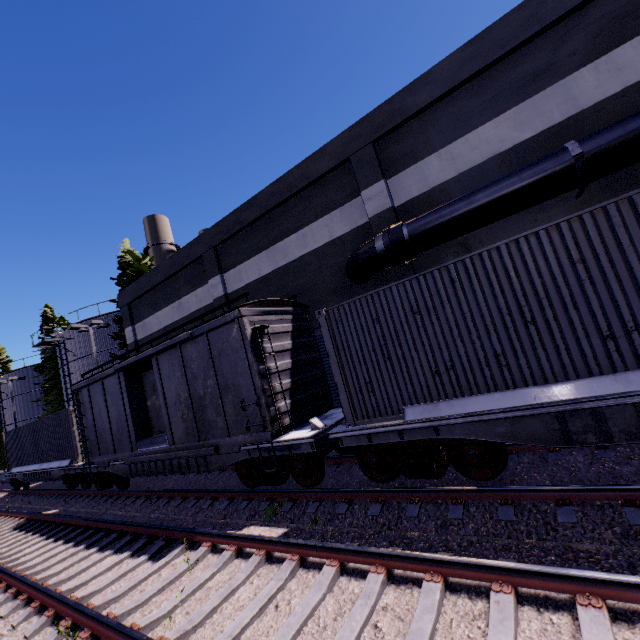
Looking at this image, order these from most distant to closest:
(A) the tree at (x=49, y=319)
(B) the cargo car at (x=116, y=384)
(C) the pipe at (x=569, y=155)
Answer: (A) the tree at (x=49, y=319) → (B) the cargo car at (x=116, y=384) → (C) the pipe at (x=569, y=155)

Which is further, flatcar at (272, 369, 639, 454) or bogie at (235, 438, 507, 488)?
bogie at (235, 438, 507, 488)

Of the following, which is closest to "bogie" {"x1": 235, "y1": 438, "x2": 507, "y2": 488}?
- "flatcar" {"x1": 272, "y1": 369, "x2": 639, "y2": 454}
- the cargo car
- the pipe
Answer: "flatcar" {"x1": 272, "y1": 369, "x2": 639, "y2": 454}

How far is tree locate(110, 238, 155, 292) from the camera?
24.6m

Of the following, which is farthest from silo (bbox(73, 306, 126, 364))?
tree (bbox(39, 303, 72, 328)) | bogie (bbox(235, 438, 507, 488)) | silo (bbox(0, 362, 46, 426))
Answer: bogie (bbox(235, 438, 507, 488))

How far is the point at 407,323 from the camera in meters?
6.2

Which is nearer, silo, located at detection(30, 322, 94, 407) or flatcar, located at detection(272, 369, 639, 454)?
flatcar, located at detection(272, 369, 639, 454)

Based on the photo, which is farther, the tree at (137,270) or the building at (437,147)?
A: the tree at (137,270)
